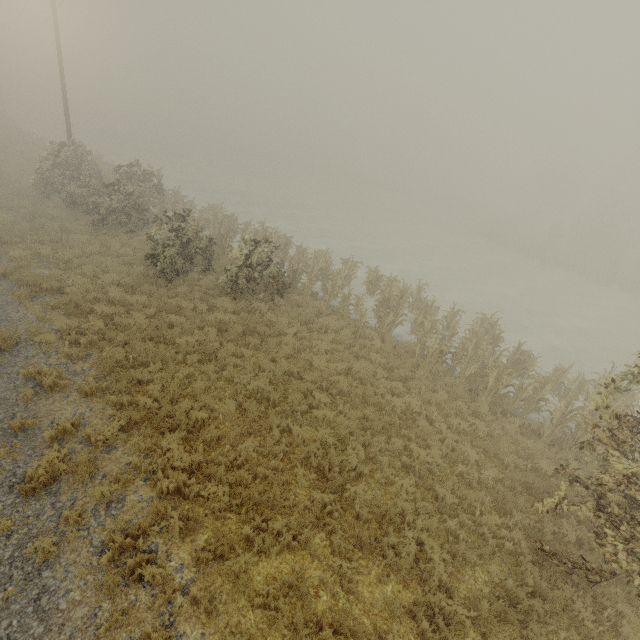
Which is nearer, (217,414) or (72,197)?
(217,414)
